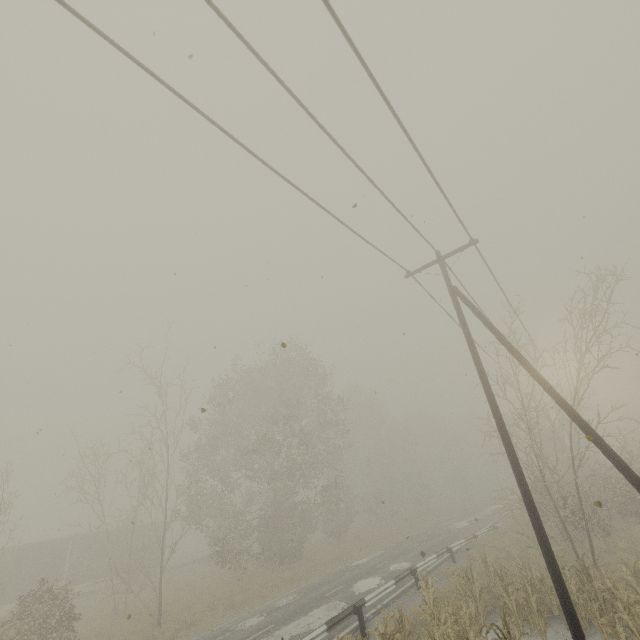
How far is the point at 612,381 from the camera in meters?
24.1

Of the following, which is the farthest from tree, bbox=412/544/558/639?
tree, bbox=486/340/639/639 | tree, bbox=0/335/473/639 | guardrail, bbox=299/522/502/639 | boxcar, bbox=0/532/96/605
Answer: boxcar, bbox=0/532/96/605

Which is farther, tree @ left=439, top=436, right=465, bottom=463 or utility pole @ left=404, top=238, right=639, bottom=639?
tree @ left=439, top=436, right=465, bottom=463

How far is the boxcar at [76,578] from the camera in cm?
2827

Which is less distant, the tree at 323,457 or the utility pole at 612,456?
the utility pole at 612,456

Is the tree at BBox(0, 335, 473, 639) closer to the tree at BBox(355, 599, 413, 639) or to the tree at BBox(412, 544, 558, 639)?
the tree at BBox(355, 599, 413, 639)

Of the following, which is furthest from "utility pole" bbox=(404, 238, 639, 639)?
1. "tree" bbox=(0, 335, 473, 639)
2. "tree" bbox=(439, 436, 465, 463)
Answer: "tree" bbox=(439, 436, 465, 463)

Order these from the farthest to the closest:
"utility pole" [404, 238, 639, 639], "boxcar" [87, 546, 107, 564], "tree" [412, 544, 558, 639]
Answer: "boxcar" [87, 546, 107, 564]
"tree" [412, 544, 558, 639]
"utility pole" [404, 238, 639, 639]
